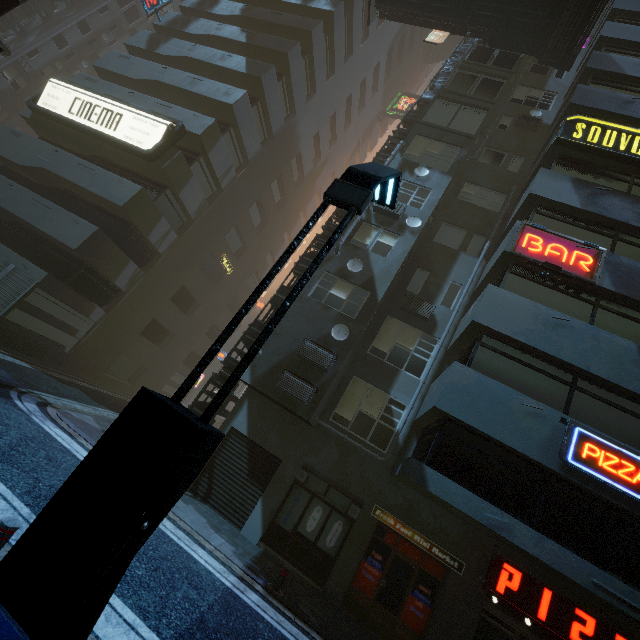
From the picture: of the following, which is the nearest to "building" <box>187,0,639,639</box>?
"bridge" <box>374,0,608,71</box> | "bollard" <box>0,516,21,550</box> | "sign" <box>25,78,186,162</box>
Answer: "sign" <box>25,78,186,162</box>

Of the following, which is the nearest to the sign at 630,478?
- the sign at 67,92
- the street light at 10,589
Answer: the street light at 10,589

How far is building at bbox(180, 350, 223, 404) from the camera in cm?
2942

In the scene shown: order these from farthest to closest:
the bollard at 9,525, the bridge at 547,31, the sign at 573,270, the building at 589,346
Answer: the bridge at 547,31, the sign at 573,270, the building at 589,346, the bollard at 9,525

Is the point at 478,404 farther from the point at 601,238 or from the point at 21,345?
the point at 21,345

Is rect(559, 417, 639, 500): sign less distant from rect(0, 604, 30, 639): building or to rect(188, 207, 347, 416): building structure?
rect(0, 604, 30, 639): building

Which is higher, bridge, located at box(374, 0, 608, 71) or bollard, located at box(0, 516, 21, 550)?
bridge, located at box(374, 0, 608, 71)

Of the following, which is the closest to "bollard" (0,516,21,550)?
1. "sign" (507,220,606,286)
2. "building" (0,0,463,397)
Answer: "building" (0,0,463,397)
